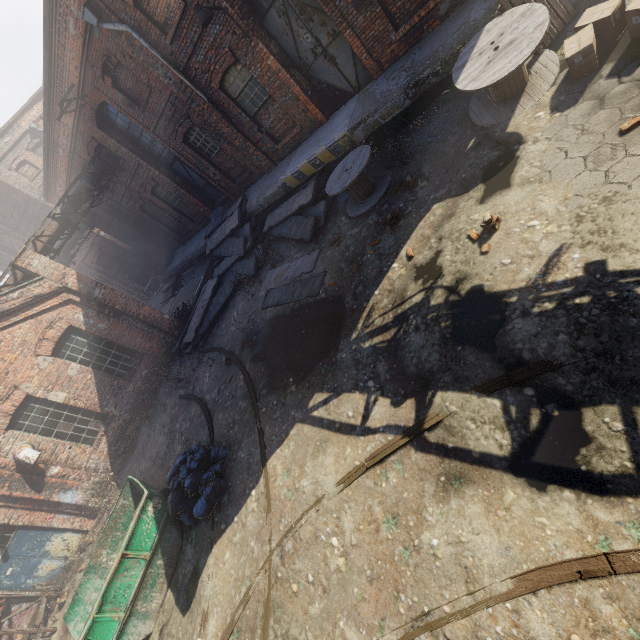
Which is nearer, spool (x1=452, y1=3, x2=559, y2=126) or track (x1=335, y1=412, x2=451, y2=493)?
track (x1=335, y1=412, x2=451, y2=493)

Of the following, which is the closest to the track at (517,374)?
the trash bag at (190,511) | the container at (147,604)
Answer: the trash bag at (190,511)

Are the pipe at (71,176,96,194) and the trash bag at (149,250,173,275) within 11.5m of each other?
yes

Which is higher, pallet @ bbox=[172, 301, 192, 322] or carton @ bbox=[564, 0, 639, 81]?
pallet @ bbox=[172, 301, 192, 322]

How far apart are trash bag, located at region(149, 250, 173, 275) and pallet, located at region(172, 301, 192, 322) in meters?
7.1

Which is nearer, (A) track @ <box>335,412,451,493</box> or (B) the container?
(A) track @ <box>335,412,451,493</box>

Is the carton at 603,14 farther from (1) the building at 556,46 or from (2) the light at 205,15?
(2) the light at 205,15

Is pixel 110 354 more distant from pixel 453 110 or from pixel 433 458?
pixel 453 110
